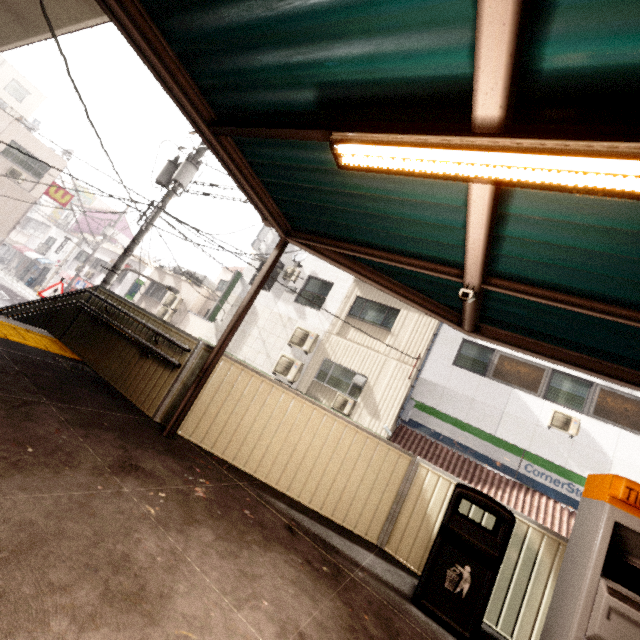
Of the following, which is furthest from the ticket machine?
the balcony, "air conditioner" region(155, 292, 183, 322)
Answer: "air conditioner" region(155, 292, 183, 322)

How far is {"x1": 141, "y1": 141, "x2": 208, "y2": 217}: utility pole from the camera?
8.9 meters

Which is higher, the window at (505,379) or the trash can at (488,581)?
the window at (505,379)

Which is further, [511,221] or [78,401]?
[78,401]

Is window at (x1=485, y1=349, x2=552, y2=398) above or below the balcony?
above

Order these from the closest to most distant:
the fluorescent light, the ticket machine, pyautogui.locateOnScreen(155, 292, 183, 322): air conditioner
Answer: the fluorescent light, the ticket machine, pyautogui.locateOnScreen(155, 292, 183, 322): air conditioner

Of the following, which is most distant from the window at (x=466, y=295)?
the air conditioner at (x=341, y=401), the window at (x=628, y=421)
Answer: the window at (x=628, y=421)

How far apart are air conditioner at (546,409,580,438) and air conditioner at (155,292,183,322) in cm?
1796
